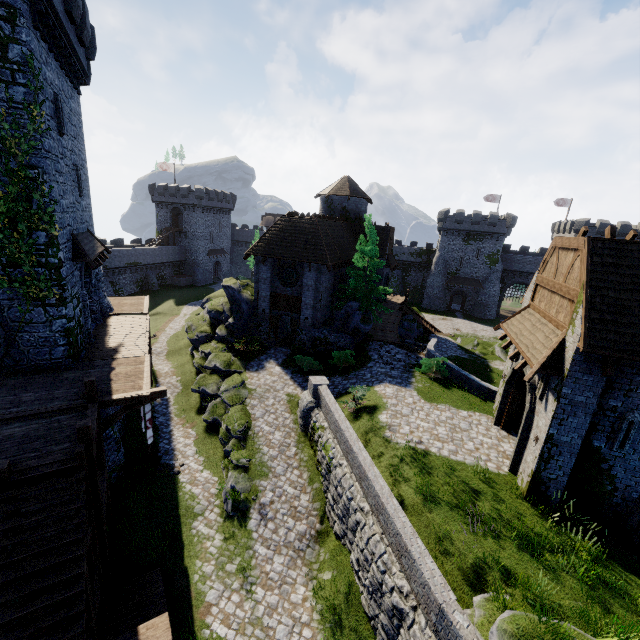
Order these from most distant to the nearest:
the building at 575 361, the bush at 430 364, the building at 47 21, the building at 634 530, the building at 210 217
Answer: the building at 210 217, the bush at 430 364, the building at 47 21, the building at 634 530, the building at 575 361

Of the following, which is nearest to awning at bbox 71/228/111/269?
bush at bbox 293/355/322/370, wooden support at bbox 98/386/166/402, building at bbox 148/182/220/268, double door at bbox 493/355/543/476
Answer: wooden support at bbox 98/386/166/402

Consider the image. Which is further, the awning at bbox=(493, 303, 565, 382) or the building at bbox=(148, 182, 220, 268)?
the building at bbox=(148, 182, 220, 268)

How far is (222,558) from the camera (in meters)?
12.85

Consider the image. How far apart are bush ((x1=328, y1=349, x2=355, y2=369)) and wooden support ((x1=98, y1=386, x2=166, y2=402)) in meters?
11.6 m

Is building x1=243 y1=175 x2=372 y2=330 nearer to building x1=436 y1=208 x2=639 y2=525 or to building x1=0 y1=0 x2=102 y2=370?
building x1=0 y1=0 x2=102 y2=370

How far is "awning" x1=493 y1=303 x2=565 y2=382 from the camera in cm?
1039

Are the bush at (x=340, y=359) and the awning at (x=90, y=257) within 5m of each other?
no
